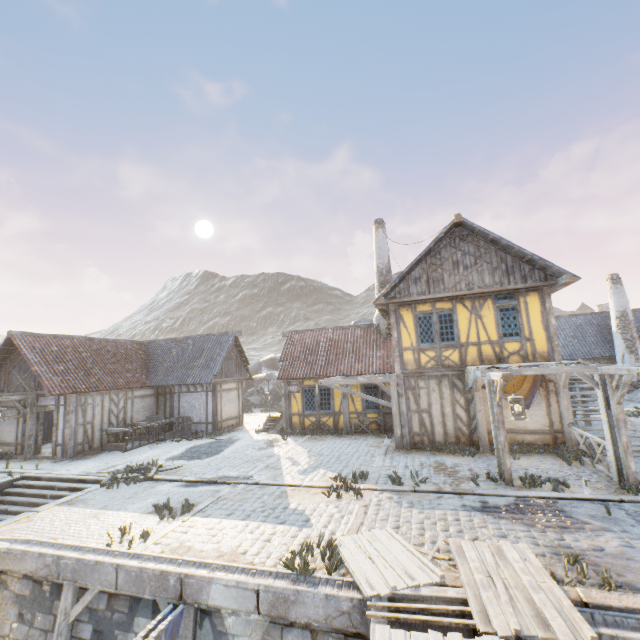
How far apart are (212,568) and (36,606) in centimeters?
412cm

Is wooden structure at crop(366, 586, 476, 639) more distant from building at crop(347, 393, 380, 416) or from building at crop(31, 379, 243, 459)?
building at crop(31, 379, 243, 459)

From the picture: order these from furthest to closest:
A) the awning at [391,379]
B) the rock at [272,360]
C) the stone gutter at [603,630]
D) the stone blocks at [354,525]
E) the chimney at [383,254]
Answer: the rock at [272,360] < the chimney at [383,254] < the awning at [391,379] < the stone blocks at [354,525] < the stone gutter at [603,630]

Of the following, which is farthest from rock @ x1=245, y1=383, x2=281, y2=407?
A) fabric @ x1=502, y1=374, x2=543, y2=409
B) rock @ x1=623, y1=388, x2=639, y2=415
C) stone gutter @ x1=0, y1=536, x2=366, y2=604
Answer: stone gutter @ x1=0, y1=536, x2=366, y2=604

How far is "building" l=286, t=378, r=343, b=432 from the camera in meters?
16.8 m

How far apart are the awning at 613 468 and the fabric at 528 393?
0.02m

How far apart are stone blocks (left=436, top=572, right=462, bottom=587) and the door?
10.20m

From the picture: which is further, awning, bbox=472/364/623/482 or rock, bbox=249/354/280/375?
rock, bbox=249/354/280/375
